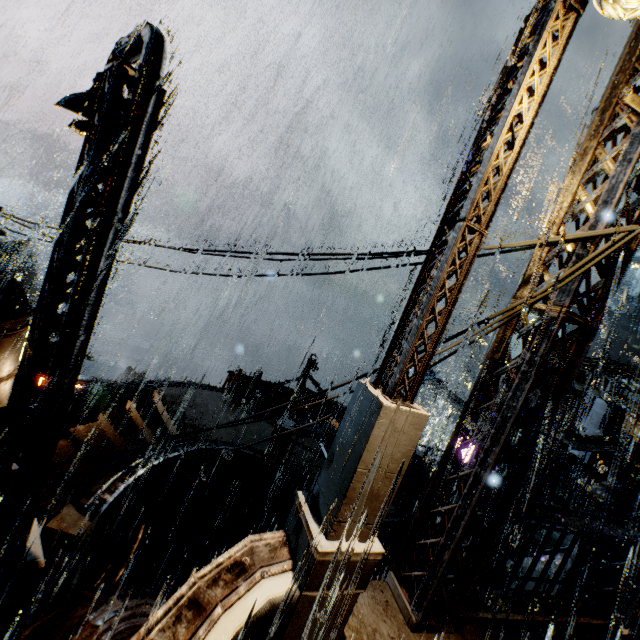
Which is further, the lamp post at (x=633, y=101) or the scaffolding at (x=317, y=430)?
the scaffolding at (x=317, y=430)

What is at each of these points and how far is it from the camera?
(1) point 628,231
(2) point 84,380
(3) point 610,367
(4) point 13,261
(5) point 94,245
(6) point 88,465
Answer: (1) power line, 3.6 meters
(2) sign, 15.0 meters
(3) sm, 19.8 meters
(4) rock, 56.3 meters
(5) street light, 4.8 meters
(6) building, 13.0 meters

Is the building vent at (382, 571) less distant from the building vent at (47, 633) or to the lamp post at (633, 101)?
the building vent at (47, 633)

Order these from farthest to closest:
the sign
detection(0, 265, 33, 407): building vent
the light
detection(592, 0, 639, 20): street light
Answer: the sign → detection(0, 265, 33, 407): building vent → the light → detection(592, 0, 639, 20): street light

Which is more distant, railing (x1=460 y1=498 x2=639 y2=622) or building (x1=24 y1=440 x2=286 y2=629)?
building (x1=24 y1=440 x2=286 y2=629)

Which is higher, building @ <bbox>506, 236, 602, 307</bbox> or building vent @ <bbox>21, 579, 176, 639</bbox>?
building @ <bbox>506, 236, 602, 307</bbox>

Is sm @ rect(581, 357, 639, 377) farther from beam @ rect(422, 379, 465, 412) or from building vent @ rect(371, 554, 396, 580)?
building vent @ rect(371, 554, 396, 580)

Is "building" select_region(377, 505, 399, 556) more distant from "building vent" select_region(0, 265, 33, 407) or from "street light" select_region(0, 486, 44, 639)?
"street light" select_region(0, 486, 44, 639)
